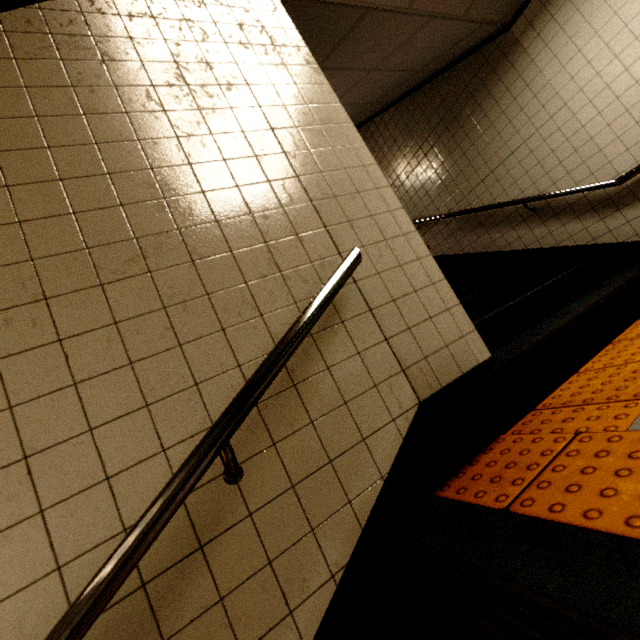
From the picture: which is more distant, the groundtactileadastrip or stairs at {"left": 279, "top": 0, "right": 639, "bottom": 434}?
stairs at {"left": 279, "top": 0, "right": 639, "bottom": 434}

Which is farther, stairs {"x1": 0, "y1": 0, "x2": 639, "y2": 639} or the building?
the building

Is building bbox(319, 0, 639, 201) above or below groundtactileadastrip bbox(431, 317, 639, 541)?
above

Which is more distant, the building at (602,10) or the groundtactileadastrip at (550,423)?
the building at (602,10)

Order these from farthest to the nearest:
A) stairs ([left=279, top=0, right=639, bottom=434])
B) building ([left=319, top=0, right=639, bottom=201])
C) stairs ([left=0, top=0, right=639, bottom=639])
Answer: building ([left=319, top=0, right=639, bottom=201]) < stairs ([left=279, top=0, right=639, bottom=434]) < stairs ([left=0, top=0, right=639, bottom=639])

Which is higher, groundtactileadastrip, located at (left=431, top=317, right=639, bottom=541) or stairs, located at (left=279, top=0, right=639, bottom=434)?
stairs, located at (left=279, top=0, right=639, bottom=434)

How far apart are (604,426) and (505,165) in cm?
361

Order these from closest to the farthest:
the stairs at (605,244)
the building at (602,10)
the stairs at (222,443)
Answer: the stairs at (222,443)
the stairs at (605,244)
the building at (602,10)
